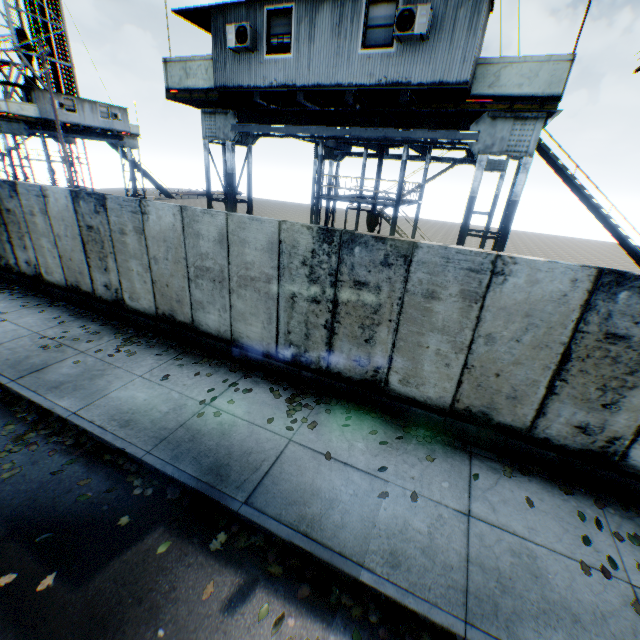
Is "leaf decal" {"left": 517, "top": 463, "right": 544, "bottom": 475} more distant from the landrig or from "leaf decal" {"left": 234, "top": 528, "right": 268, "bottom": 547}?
the landrig

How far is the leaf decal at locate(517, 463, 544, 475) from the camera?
5.3 meters

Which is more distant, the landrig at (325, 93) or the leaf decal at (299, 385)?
the landrig at (325, 93)

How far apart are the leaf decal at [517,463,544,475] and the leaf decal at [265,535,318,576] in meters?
3.7

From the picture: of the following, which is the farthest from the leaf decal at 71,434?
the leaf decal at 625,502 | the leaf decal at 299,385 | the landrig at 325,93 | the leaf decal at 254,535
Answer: the landrig at 325,93

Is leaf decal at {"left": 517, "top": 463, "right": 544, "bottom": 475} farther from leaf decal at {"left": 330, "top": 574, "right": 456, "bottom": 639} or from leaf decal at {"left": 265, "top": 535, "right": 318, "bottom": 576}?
leaf decal at {"left": 265, "top": 535, "right": 318, "bottom": 576}

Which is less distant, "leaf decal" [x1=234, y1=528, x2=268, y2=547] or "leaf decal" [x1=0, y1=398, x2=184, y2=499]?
"leaf decal" [x1=234, y1=528, x2=268, y2=547]

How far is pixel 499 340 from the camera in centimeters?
505cm
